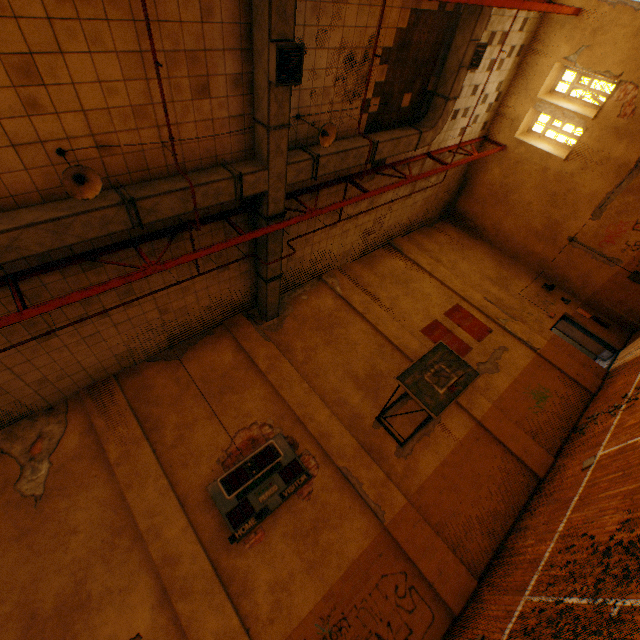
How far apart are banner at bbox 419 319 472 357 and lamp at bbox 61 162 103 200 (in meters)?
9.47

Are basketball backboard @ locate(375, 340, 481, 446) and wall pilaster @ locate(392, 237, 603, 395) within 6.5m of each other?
yes

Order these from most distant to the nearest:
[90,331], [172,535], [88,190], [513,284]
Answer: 1. [513,284]
2. [90,331]
3. [172,535]
4. [88,190]

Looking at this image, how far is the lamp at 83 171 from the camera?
4.3m

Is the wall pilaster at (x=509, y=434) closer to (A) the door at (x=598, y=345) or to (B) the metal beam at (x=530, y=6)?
(A) the door at (x=598, y=345)

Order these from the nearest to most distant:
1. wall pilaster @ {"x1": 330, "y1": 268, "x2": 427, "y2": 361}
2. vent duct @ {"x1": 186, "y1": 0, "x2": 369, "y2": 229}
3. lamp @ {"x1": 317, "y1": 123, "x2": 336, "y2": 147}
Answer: vent duct @ {"x1": 186, "y1": 0, "x2": 369, "y2": 229} < lamp @ {"x1": 317, "y1": 123, "x2": 336, "y2": 147} < wall pilaster @ {"x1": 330, "y1": 268, "x2": 427, "y2": 361}

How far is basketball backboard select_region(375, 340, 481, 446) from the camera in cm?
677

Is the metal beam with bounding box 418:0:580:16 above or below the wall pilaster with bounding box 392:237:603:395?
above
